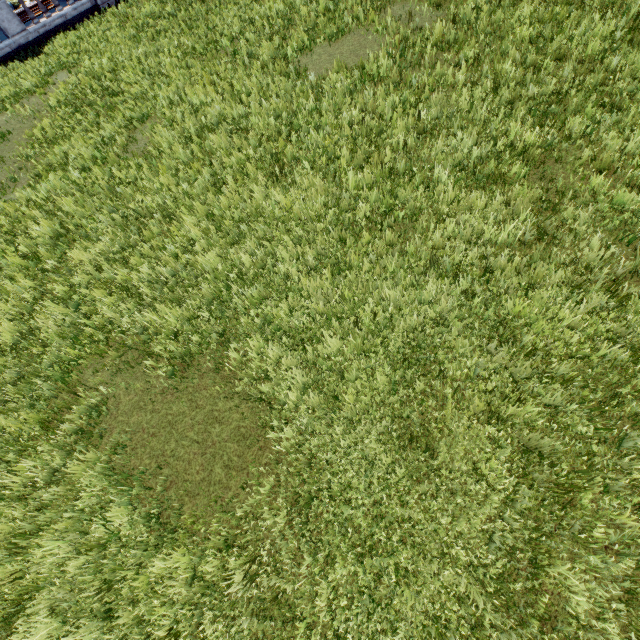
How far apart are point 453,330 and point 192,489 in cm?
363
